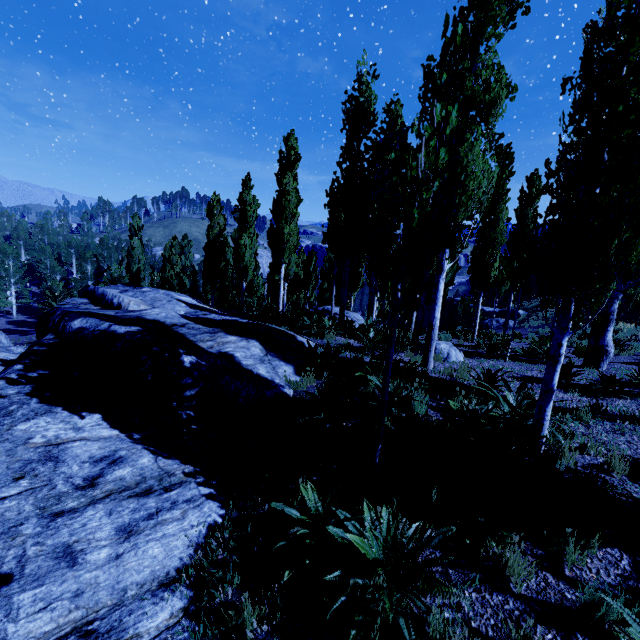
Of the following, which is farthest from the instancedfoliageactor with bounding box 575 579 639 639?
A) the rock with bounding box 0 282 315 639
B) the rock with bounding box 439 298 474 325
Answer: the rock with bounding box 439 298 474 325

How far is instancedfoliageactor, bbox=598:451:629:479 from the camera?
4.0 meters

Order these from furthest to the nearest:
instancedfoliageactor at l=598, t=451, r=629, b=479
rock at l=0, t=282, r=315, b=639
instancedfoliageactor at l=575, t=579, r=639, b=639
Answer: instancedfoliageactor at l=598, t=451, r=629, b=479 < rock at l=0, t=282, r=315, b=639 < instancedfoliageactor at l=575, t=579, r=639, b=639

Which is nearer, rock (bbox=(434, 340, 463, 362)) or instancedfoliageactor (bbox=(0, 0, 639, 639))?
instancedfoliageactor (bbox=(0, 0, 639, 639))

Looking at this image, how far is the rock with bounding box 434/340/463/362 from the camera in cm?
937

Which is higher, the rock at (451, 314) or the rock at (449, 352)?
→ the rock at (449, 352)

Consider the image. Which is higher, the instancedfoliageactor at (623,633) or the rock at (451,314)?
the instancedfoliageactor at (623,633)

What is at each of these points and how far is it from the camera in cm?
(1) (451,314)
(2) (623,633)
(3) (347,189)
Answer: (1) rock, 3603
(2) instancedfoliageactor, 220
(3) instancedfoliageactor, 1155
